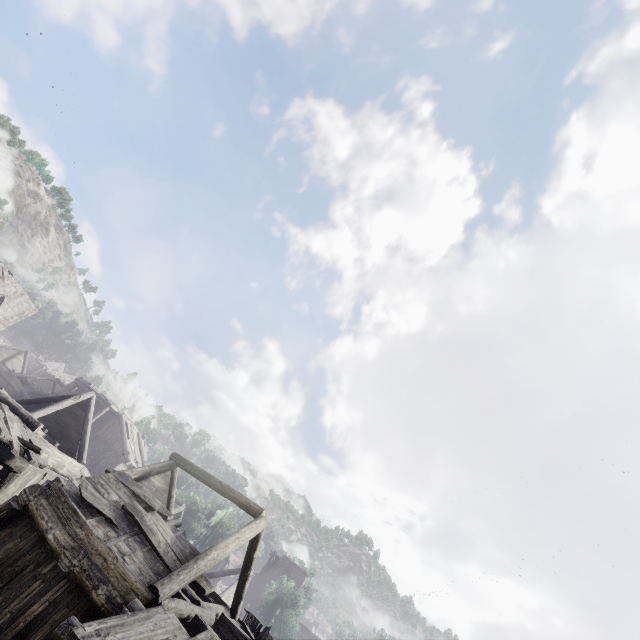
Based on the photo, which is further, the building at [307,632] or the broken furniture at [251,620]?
the building at [307,632]

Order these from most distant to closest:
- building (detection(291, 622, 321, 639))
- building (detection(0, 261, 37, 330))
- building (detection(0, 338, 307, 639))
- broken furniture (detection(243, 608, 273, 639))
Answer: building (detection(291, 622, 321, 639)) < building (detection(0, 261, 37, 330)) < broken furniture (detection(243, 608, 273, 639)) < building (detection(0, 338, 307, 639))

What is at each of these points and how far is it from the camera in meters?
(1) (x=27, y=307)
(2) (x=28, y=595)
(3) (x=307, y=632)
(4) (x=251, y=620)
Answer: (1) building, 30.7
(2) building, 7.3
(3) building, 40.6
(4) broken furniture, 12.6

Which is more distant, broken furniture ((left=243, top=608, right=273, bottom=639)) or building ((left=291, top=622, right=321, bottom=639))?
building ((left=291, top=622, right=321, bottom=639))

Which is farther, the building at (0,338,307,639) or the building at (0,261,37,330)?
the building at (0,261,37,330)
